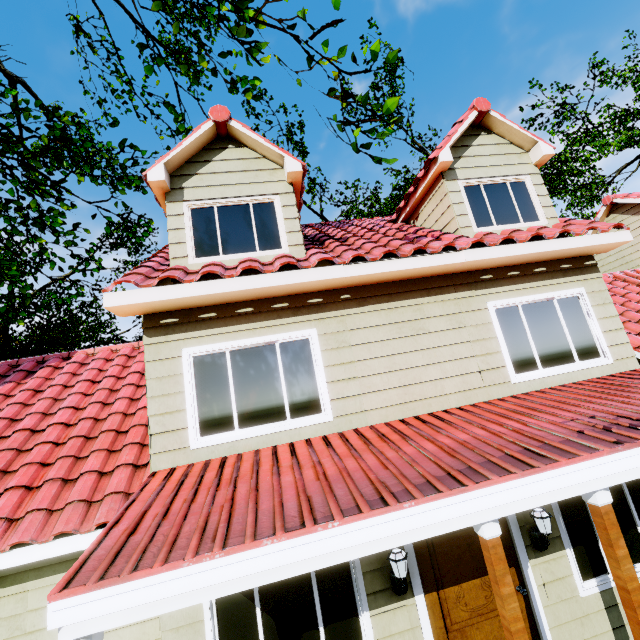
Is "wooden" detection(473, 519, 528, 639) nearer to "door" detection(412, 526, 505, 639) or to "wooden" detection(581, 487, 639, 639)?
"wooden" detection(581, 487, 639, 639)

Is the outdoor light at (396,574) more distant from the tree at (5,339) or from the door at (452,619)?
the tree at (5,339)

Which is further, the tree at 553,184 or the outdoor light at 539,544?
the tree at 553,184

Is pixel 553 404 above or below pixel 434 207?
below

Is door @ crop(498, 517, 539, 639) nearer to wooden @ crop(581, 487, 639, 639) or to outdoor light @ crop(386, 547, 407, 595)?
outdoor light @ crop(386, 547, 407, 595)

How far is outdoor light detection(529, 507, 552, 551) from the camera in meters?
4.4

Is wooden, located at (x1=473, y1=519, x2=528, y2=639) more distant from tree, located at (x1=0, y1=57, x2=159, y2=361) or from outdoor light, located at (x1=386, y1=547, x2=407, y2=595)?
tree, located at (x1=0, y1=57, x2=159, y2=361)

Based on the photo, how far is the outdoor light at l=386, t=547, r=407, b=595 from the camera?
4.0 meters
